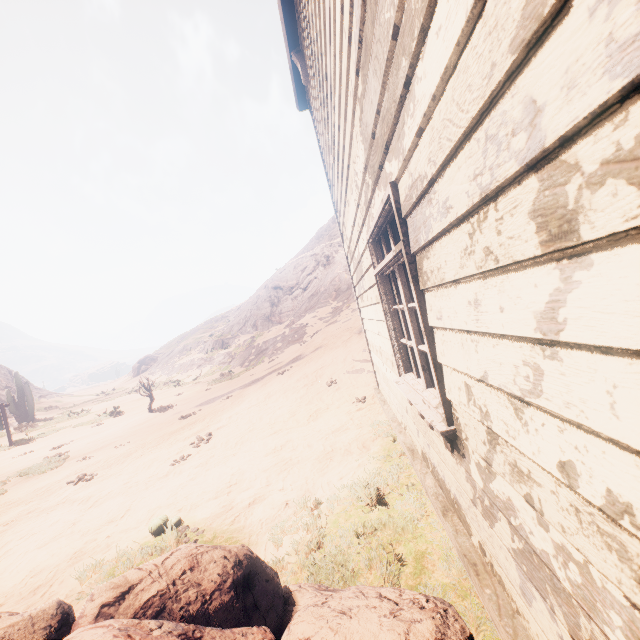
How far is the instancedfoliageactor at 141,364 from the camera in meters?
46.8

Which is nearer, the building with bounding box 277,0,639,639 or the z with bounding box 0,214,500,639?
the building with bounding box 277,0,639,639

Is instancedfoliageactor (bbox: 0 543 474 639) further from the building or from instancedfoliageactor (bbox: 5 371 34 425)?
A: instancedfoliageactor (bbox: 5 371 34 425)

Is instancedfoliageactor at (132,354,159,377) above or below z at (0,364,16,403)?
below

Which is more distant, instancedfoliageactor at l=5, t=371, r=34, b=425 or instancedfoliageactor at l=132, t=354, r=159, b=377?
instancedfoliageactor at l=132, t=354, r=159, b=377

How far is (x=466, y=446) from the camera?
1.8m

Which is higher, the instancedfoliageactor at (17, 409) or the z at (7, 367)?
the z at (7, 367)
